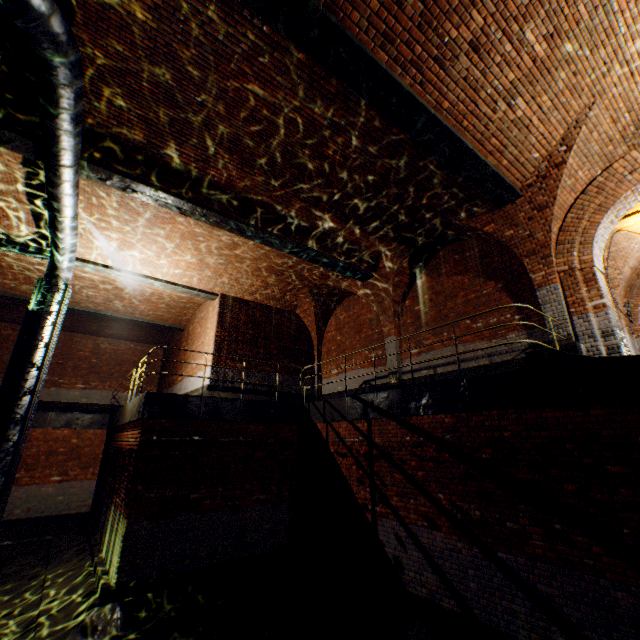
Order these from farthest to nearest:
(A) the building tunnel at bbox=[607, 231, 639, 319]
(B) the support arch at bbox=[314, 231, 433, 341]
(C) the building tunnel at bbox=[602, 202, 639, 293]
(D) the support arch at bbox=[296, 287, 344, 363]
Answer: (D) the support arch at bbox=[296, 287, 344, 363] < (B) the support arch at bbox=[314, 231, 433, 341] < (A) the building tunnel at bbox=[607, 231, 639, 319] < (C) the building tunnel at bbox=[602, 202, 639, 293]

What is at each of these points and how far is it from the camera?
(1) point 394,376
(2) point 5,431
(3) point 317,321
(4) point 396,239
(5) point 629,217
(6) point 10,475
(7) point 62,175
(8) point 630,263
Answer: (1) support arch, 11.0m
(2) pipe, 8.3m
(3) support arch, 14.8m
(4) support arch, 10.1m
(5) building tunnel, 8.8m
(6) pipe frame, 8.1m
(7) pipe, 6.8m
(8) building tunnel, 10.3m

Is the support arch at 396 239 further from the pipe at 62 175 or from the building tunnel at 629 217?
the pipe at 62 175

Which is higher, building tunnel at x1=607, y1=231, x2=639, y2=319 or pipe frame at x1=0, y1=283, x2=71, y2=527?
building tunnel at x1=607, y1=231, x2=639, y2=319

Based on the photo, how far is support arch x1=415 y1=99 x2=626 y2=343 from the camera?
6.7 meters

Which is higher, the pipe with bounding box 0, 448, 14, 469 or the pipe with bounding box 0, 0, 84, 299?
the pipe with bounding box 0, 0, 84, 299

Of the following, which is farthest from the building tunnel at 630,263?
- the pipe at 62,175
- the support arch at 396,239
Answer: the pipe at 62,175

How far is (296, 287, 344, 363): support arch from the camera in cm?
1389
